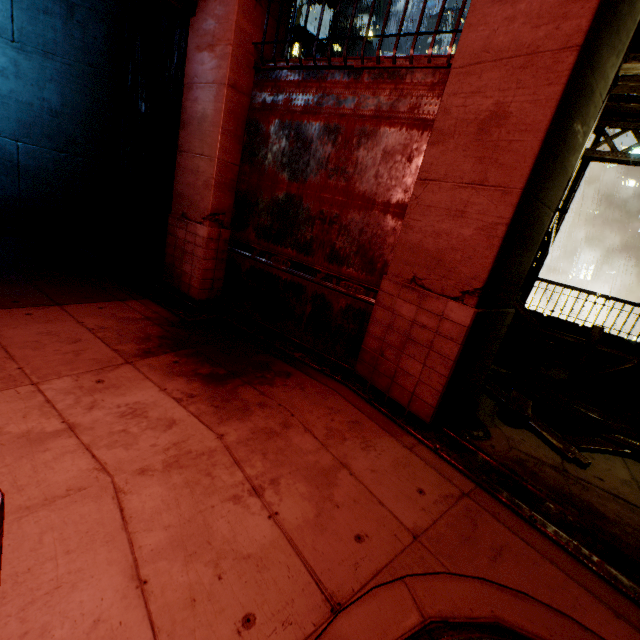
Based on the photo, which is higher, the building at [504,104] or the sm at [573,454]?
the building at [504,104]

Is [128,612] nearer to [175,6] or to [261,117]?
[261,117]

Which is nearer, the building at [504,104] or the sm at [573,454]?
the building at [504,104]

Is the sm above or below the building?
below

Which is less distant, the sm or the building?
the building
